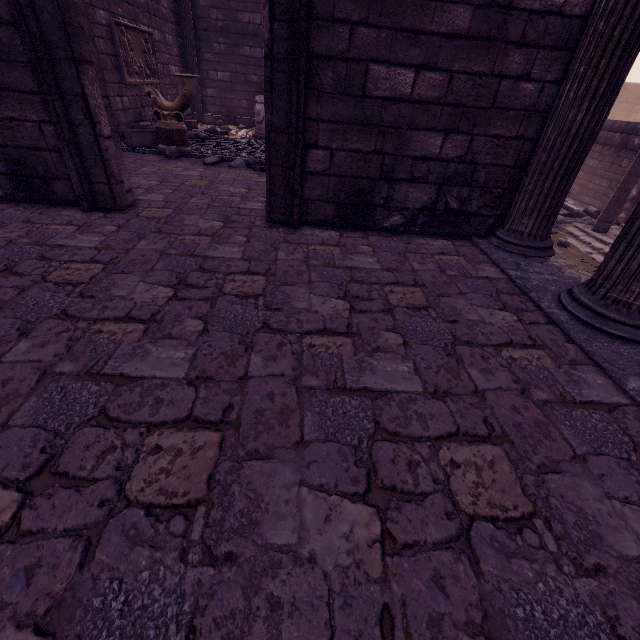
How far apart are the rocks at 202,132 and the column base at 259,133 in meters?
0.6 m

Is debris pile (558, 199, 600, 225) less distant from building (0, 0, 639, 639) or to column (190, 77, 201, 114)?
building (0, 0, 639, 639)

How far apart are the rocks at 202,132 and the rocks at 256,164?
2.59m

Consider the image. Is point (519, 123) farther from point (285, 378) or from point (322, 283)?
point (285, 378)

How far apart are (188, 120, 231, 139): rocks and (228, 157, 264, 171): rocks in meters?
2.6

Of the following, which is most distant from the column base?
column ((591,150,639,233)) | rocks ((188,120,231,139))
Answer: column ((591,150,639,233))

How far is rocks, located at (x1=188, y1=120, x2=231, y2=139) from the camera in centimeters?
749cm

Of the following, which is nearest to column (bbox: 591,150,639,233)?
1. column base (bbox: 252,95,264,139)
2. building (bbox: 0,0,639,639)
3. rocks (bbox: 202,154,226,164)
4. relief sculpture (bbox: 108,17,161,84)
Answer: building (bbox: 0,0,639,639)
